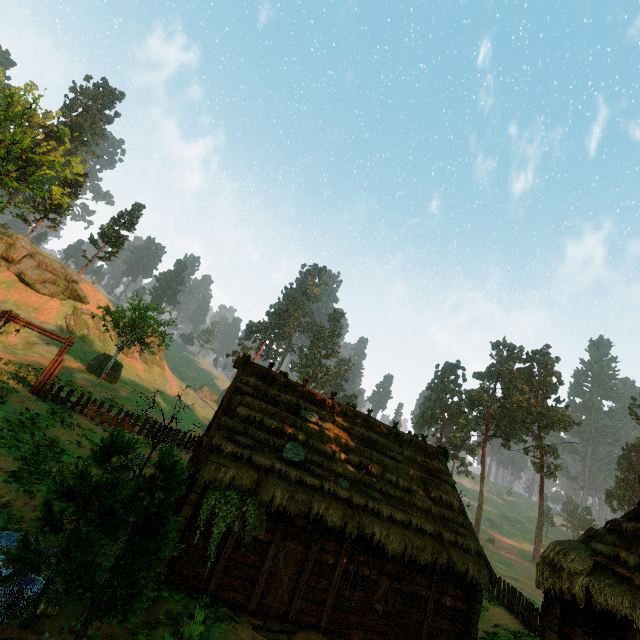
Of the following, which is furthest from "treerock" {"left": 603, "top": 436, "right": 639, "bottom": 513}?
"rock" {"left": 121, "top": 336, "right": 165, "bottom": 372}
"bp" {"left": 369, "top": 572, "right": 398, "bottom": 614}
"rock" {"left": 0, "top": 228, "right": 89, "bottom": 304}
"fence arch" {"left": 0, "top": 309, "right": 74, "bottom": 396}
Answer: "bp" {"left": 369, "top": 572, "right": 398, "bottom": 614}

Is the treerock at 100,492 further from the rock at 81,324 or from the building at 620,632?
the rock at 81,324

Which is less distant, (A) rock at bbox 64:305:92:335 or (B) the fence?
(B) the fence

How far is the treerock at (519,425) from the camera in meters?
51.5 m

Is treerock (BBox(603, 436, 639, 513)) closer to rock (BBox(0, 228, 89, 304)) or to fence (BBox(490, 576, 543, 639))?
rock (BBox(0, 228, 89, 304))

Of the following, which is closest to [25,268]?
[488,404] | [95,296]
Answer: [95,296]

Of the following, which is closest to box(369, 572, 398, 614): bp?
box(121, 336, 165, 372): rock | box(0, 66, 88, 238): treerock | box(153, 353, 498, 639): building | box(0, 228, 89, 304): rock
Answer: box(153, 353, 498, 639): building

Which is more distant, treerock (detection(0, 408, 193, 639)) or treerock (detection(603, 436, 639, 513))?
treerock (detection(603, 436, 639, 513))
